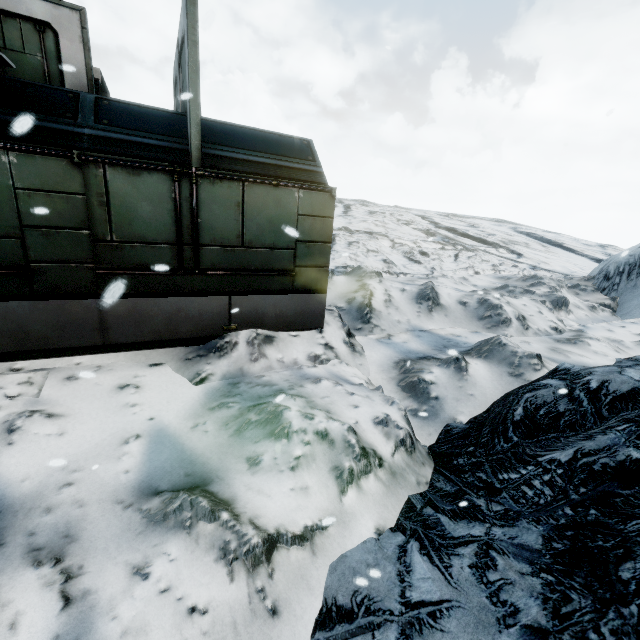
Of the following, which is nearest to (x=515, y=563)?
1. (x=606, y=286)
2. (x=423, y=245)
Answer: (x=606, y=286)
